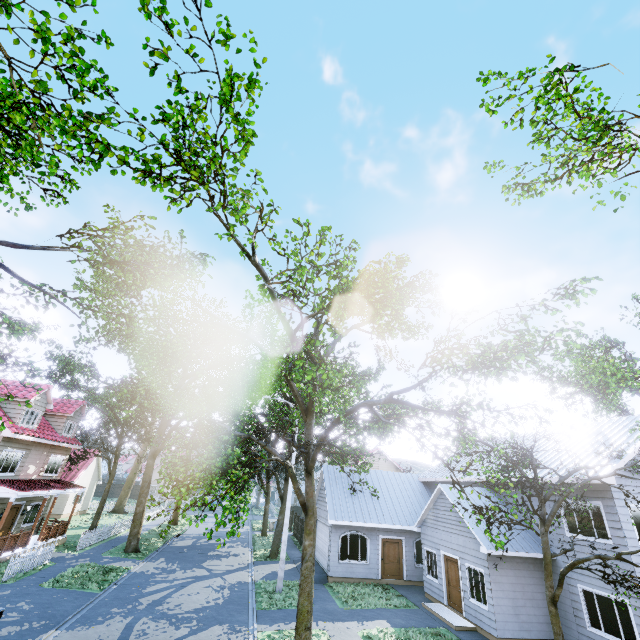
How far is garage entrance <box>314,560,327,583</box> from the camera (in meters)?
19.05

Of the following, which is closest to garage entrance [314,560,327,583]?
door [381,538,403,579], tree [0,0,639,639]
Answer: tree [0,0,639,639]

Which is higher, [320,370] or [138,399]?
[138,399]

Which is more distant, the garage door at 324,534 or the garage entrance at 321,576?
the garage door at 324,534

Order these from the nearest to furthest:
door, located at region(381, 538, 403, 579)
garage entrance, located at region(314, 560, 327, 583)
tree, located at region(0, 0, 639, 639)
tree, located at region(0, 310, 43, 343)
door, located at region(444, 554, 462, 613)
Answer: tree, located at region(0, 0, 639, 639), tree, located at region(0, 310, 43, 343), door, located at region(444, 554, 462, 613), garage entrance, located at region(314, 560, 327, 583), door, located at region(381, 538, 403, 579)

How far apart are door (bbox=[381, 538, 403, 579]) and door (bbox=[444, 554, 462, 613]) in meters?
4.4

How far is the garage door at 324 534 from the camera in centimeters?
2014cm

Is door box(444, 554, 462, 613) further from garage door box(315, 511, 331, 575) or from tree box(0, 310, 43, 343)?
garage door box(315, 511, 331, 575)
